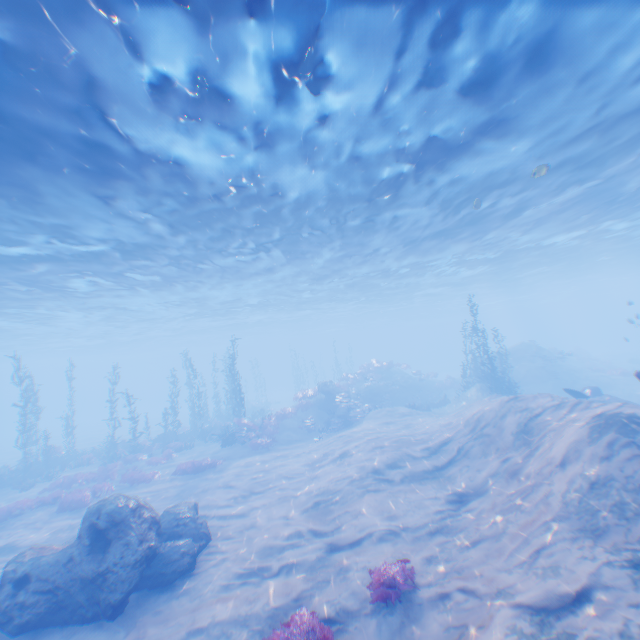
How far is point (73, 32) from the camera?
6.47m

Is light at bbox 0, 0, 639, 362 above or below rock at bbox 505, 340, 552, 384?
above

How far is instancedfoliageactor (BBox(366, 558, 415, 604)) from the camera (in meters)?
6.62

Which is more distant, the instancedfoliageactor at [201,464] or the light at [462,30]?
the instancedfoliageactor at [201,464]

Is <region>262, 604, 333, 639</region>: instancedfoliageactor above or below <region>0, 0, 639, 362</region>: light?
below

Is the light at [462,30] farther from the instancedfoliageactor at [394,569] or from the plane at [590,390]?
the instancedfoliageactor at [394,569]

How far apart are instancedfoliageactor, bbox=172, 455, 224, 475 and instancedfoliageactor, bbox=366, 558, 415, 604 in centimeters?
1397cm

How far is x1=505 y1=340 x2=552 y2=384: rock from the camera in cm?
2967
